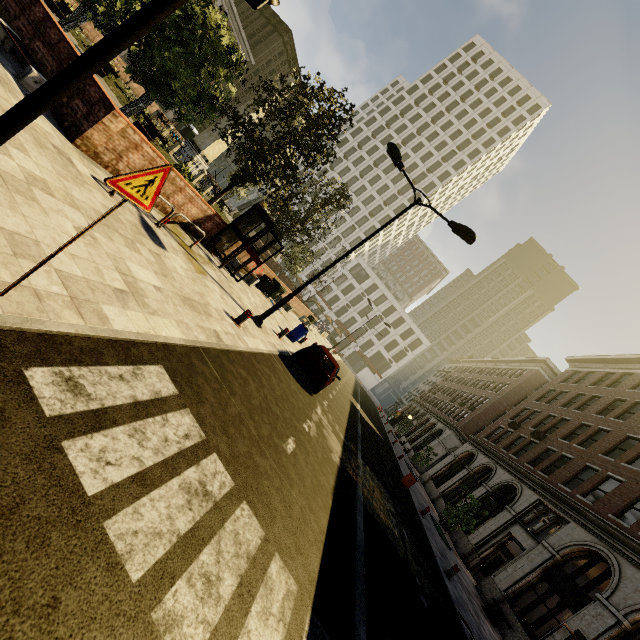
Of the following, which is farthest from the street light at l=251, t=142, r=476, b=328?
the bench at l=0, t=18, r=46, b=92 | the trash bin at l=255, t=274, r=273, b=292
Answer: the bench at l=0, t=18, r=46, b=92

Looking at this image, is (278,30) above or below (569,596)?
above

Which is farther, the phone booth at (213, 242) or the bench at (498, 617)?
the bench at (498, 617)

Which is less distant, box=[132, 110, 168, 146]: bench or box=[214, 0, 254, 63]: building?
box=[132, 110, 168, 146]: bench

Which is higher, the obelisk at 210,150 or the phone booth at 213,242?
the obelisk at 210,150

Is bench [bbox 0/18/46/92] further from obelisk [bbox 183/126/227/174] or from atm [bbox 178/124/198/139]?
atm [bbox 178/124/198/139]

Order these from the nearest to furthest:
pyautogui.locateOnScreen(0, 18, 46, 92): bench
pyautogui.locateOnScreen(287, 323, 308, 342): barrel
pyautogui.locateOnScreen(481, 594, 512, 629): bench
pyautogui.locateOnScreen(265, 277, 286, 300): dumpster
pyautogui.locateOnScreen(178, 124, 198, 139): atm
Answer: pyautogui.locateOnScreen(0, 18, 46, 92): bench
pyautogui.locateOnScreen(481, 594, 512, 629): bench
pyautogui.locateOnScreen(287, 323, 308, 342): barrel
pyautogui.locateOnScreen(265, 277, 286, 300): dumpster
pyautogui.locateOnScreen(178, 124, 198, 139): atm

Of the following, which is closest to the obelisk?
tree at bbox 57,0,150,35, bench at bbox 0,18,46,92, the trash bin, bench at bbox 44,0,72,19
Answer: tree at bbox 57,0,150,35
